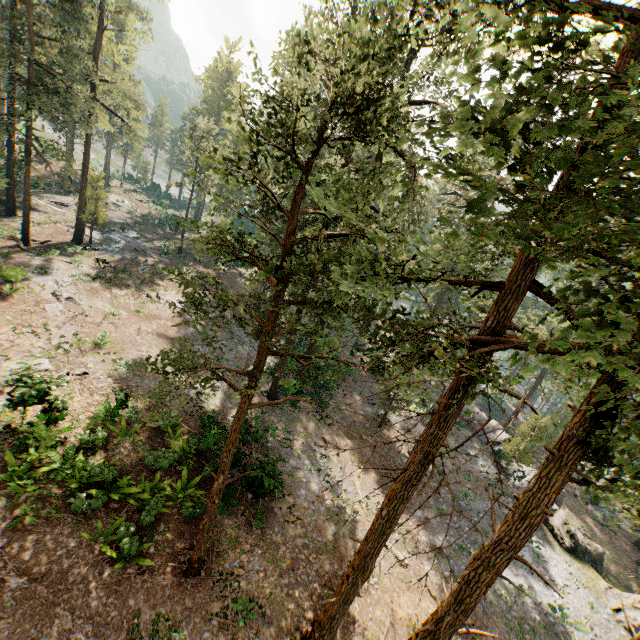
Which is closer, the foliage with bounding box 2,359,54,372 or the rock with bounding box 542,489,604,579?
the foliage with bounding box 2,359,54,372

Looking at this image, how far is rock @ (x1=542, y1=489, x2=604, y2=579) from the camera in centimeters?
2409cm

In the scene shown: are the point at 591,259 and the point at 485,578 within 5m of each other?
no

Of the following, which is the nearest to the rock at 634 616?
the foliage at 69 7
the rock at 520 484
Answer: the rock at 520 484

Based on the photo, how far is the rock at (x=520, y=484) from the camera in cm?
2772

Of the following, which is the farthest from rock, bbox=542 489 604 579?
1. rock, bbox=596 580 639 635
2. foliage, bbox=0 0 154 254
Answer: foliage, bbox=0 0 154 254
